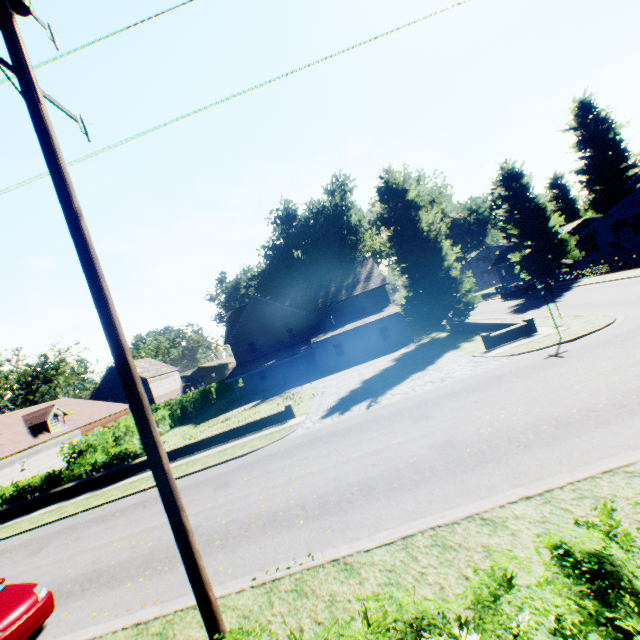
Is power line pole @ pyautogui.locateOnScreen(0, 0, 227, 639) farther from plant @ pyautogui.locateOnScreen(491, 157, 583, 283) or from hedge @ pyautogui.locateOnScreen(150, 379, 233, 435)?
plant @ pyautogui.locateOnScreen(491, 157, 583, 283)

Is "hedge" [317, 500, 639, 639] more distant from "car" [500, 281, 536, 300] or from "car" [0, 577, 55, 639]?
"car" [500, 281, 536, 300]

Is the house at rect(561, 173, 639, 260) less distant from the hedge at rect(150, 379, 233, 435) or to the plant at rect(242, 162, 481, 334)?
the plant at rect(242, 162, 481, 334)

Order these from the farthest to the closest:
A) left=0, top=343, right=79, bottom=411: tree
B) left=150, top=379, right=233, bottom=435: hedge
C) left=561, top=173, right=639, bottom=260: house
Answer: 1. left=0, top=343, right=79, bottom=411: tree
2. left=150, top=379, right=233, bottom=435: hedge
3. left=561, top=173, right=639, bottom=260: house

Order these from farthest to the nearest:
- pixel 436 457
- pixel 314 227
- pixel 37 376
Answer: pixel 37 376 < pixel 314 227 < pixel 436 457

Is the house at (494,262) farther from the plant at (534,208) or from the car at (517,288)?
the car at (517,288)

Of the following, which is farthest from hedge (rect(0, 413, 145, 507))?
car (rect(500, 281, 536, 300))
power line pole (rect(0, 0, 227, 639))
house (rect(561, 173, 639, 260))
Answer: house (rect(561, 173, 639, 260))

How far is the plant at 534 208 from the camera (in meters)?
36.16
